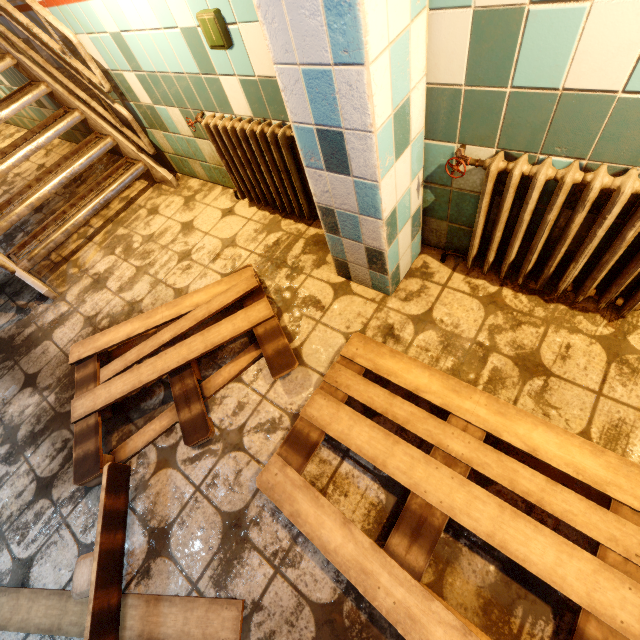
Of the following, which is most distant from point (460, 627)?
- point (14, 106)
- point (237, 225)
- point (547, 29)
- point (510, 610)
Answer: point (14, 106)

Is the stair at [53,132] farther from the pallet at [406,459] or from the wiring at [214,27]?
the pallet at [406,459]

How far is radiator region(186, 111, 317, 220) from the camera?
1.8 meters

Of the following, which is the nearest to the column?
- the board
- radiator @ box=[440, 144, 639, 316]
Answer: radiator @ box=[440, 144, 639, 316]

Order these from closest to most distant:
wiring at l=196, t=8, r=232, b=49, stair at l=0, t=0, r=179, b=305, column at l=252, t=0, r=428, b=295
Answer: column at l=252, t=0, r=428, b=295 → wiring at l=196, t=8, r=232, b=49 → stair at l=0, t=0, r=179, b=305

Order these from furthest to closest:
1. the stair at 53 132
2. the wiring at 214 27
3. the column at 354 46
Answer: the stair at 53 132 → the wiring at 214 27 → the column at 354 46

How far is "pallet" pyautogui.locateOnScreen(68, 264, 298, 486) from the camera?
1.6 meters

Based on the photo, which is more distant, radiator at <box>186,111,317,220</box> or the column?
radiator at <box>186,111,317,220</box>
